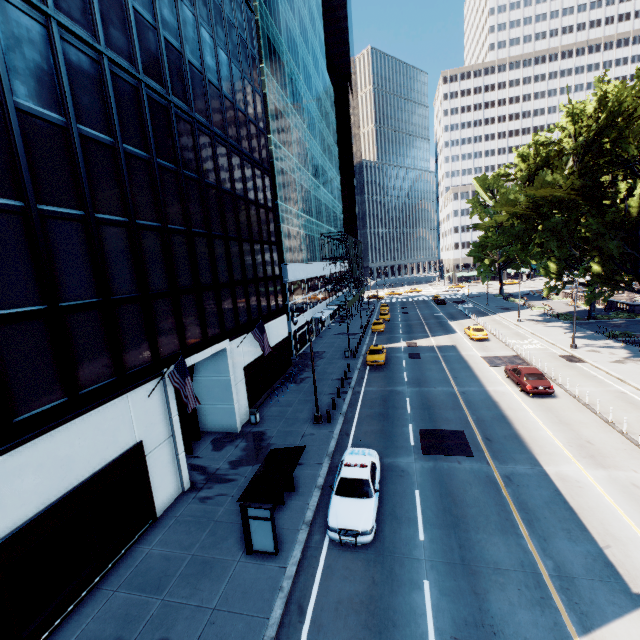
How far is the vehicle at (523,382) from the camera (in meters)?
22.28

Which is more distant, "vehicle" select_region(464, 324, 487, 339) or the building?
"vehicle" select_region(464, 324, 487, 339)

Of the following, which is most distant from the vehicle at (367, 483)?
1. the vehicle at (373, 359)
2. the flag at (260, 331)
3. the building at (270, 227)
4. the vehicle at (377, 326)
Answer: the vehicle at (377, 326)

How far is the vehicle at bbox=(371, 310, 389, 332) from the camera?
47.1m

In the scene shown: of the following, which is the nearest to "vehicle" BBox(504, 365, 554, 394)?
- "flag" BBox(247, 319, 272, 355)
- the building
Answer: "flag" BBox(247, 319, 272, 355)

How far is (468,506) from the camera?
13.48m

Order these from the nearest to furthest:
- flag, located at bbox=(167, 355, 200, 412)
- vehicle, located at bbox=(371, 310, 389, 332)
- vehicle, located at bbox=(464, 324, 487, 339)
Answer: flag, located at bbox=(167, 355, 200, 412)
vehicle, located at bbox=(464, 324, 487, 339)
vehicle, located at bbox=(371, 310, 389, 332)

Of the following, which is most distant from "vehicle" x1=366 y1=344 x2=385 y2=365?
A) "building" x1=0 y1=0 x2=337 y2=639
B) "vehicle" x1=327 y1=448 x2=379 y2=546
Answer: "vehicle" x1=327 y1=448 x2=379 y2=546
